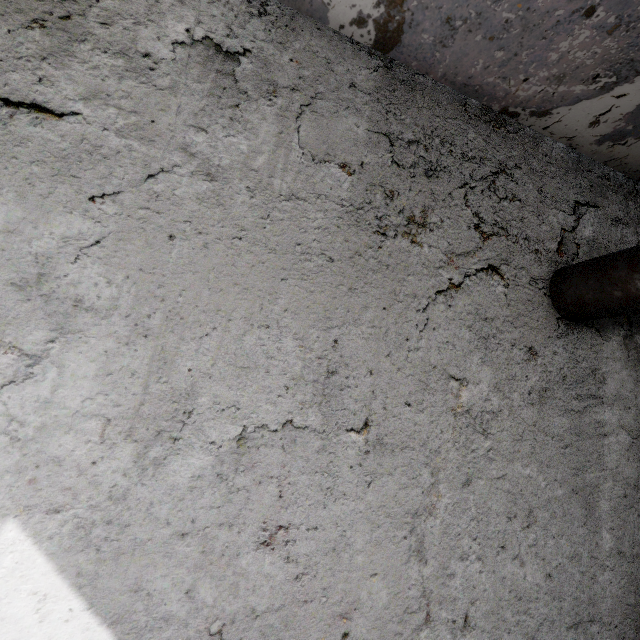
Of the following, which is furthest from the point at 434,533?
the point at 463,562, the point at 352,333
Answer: the point at 352,333
